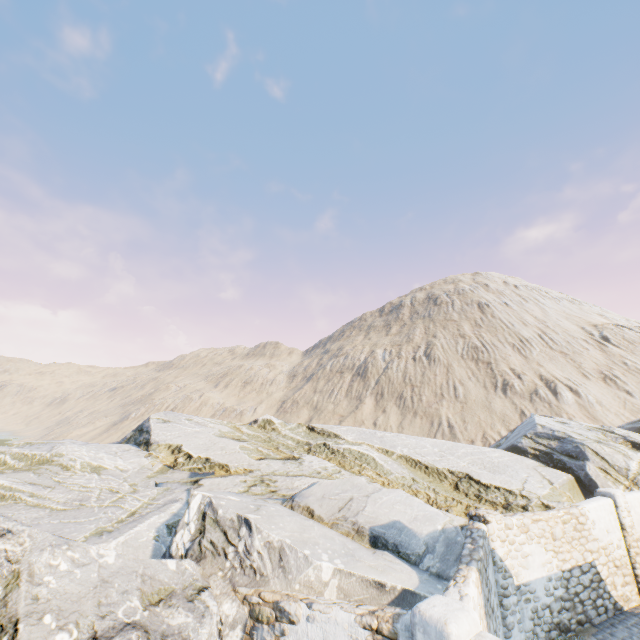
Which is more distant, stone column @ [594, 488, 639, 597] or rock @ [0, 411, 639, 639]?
stone column @ [594, 488, 639, 597]

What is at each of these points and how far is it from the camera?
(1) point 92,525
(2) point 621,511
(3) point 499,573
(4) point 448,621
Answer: (1) rock, 7.9 meters
(2) stone column, 11.2 meters
(3) stone column, 8.4 meters
(4) stone column, 4.1 meters

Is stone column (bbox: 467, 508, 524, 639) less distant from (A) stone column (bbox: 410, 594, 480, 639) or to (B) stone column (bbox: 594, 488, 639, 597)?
(A) stone column (bbox: 410, 594, 480, 639)

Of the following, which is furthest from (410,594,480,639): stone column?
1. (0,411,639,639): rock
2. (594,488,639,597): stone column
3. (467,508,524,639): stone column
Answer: (594,488,639,597): stone column

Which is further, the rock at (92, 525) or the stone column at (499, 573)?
the stone column at (499, 573)

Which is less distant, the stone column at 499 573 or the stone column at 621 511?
the stone column at 499 573

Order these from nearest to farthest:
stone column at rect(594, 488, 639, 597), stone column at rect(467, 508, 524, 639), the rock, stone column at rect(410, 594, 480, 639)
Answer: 1. stone column at rect(410, 594, 480, 639)
2. the rock
3. stone column at rect(467, 508, 524, 639)
4. stone column at rect(594, 488, 639, 597)

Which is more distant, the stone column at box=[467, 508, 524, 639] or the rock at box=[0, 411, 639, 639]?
the stone column at box=[467, 508, 524, 639]
